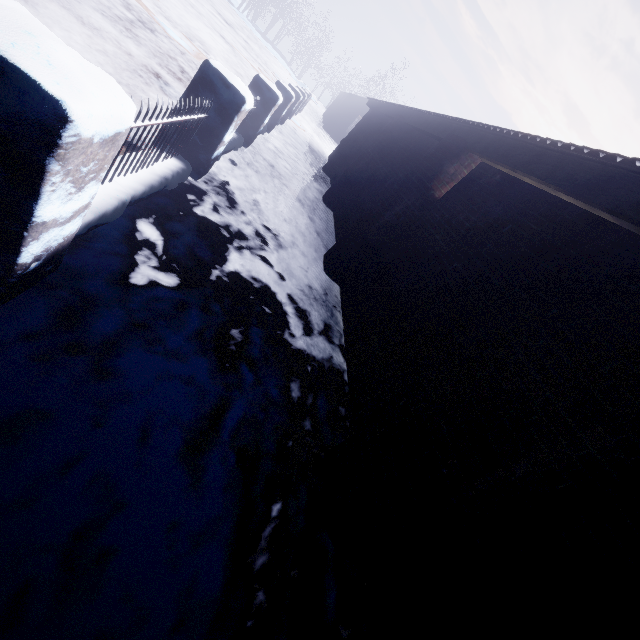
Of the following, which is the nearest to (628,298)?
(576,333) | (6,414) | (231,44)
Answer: (576,333)
